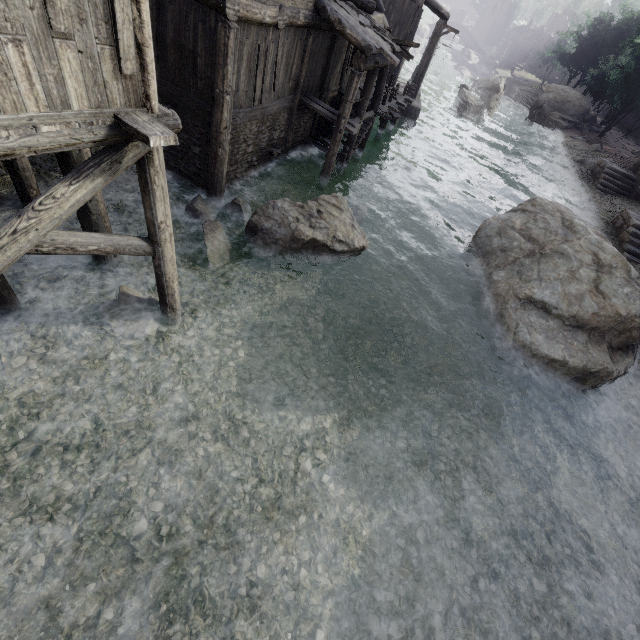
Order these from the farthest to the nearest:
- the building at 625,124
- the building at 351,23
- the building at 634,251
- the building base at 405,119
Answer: the building at 625,124, the building base at 405,119, the building at 634,251, the building at 351,23

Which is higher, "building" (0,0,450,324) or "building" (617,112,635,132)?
"building" (617,112,635,132)

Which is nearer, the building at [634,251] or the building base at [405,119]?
the building at [634,251]

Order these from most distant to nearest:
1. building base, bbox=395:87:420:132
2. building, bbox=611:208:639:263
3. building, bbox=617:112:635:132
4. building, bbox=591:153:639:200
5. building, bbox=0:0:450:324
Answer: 1. building, bbox=617:112:635:132
2. building, bbox=591:153:639:200
3. building base, bbox=395:87:420:132
4. building, bbox=611:208:639:263
5. building, bbox=0:0:450:324

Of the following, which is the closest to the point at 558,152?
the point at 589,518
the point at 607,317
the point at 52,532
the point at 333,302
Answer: the point at 607,317

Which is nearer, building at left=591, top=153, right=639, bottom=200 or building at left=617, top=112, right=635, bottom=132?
building at left=591, top=153, right=639, bottom=200

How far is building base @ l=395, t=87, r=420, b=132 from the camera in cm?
2403

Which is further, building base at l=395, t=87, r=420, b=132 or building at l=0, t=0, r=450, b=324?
building base at l=395, t=87, r=420, b=132
